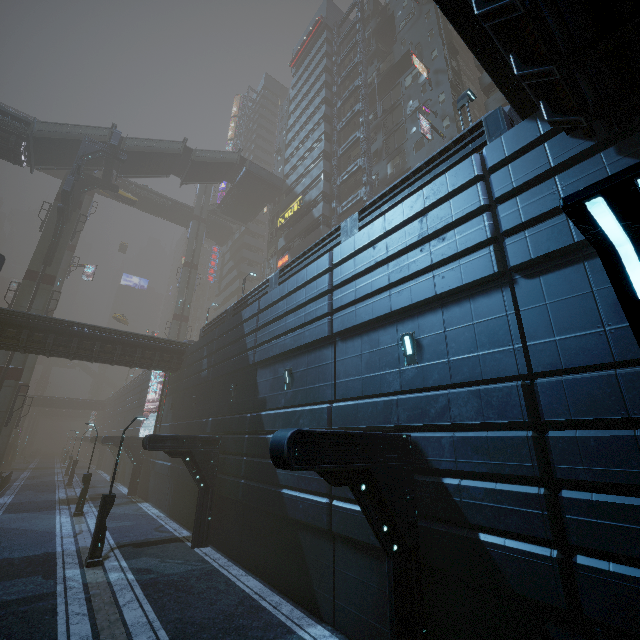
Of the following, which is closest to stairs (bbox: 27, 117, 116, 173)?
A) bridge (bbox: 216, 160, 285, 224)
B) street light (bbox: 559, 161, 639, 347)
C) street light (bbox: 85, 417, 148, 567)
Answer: bridge (bbox: 216, 160, 285, 224)

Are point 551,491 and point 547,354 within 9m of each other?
yes

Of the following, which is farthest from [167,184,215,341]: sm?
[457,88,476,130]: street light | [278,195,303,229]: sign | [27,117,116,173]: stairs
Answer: [457,88,476,130]: street light

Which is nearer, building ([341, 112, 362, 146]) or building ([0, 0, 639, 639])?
building ([0, 0, 639, 639])

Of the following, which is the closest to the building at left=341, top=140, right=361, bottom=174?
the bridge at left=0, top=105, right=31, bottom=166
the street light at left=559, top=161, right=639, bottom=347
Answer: the bridge at left=0, top=105, right=31, bottom=166

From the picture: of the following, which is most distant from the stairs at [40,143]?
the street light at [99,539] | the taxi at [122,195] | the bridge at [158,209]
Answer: the street light at [99,539]

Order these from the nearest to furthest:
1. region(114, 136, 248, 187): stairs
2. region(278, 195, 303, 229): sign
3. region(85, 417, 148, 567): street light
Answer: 1. region(85, 417, 148, 567): street light
2. region(114, 136, 248, 187): stairs
3. region(278, 195, 303, 229): sign

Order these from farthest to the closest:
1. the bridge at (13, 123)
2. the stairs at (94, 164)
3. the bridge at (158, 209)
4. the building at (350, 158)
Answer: the bridge at (158, 209) → the building at (350, 158) → the stairs at (94, 164) → the bridge at (13, 123)
